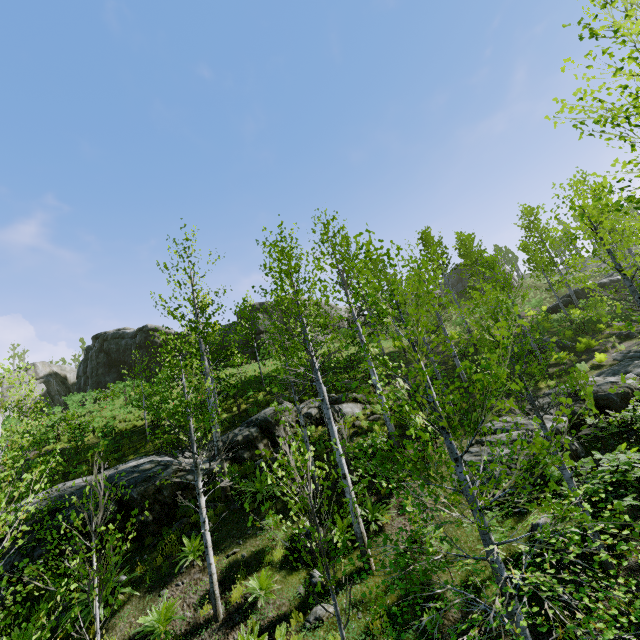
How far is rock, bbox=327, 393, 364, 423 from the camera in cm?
1523

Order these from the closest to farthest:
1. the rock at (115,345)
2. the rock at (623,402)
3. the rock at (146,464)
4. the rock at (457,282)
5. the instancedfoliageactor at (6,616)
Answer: the instancedfoliageactor at (6,616) → the rock at (146,464) → the rock at (623,402) → the rock at (115,345) → the rock at (457,282)

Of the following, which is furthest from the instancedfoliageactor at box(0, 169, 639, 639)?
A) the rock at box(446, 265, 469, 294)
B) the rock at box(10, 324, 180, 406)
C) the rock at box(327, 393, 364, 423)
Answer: the rock at box(446, 265, 469, 294)

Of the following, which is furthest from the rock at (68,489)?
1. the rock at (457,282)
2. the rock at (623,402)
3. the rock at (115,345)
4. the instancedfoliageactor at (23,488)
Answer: the rock at (457,282)

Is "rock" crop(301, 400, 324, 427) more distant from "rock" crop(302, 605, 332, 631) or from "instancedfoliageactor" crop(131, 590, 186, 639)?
"rock" crop(302, 605, 332, 631)

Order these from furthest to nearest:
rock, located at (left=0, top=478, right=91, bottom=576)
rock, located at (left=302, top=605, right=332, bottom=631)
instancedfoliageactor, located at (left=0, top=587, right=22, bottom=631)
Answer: rock, located at (left=0, top=478, right=91, bottom=576), rock, located at (left=302, top=605, right=332, bottom=631), instancedfoliageactor, located at (left=0, top=587, right=22, bottom=631)

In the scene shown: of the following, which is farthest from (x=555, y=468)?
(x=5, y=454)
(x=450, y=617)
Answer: (x=5, y=454)

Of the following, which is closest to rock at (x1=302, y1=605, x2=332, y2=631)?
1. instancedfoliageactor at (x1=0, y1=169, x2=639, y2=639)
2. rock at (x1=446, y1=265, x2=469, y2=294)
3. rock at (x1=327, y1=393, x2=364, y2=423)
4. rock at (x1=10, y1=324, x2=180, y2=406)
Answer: instancedfoliageactor at (x1=0, y1=169, x2=639, y2=639)
